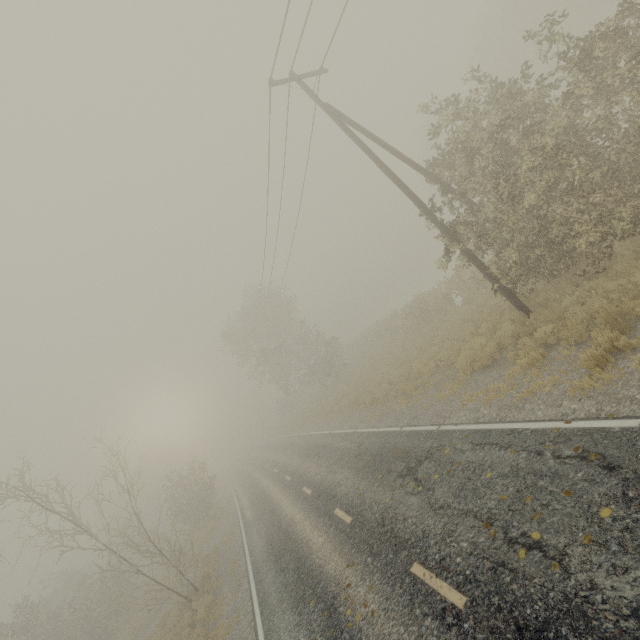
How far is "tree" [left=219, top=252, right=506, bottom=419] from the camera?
20.4m

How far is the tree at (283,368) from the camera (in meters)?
20.42

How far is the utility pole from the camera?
11.09m

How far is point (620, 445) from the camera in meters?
4.9

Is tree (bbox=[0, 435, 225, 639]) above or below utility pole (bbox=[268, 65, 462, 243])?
below

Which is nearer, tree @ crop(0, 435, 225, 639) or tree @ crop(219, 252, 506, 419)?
tree @ crop(0, 435, 225, 639)

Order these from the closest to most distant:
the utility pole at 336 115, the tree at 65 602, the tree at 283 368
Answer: the utility pole at 336 115 → the tree at 65 602 → the tree at 283 368

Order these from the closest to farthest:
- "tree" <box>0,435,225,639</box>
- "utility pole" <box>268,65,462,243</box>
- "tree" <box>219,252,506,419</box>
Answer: "utility pole" <box>268,65,462,243</box> → "tree" <box>0,435,225,639</box> → "tree" <box>219,252,506,419</box>
